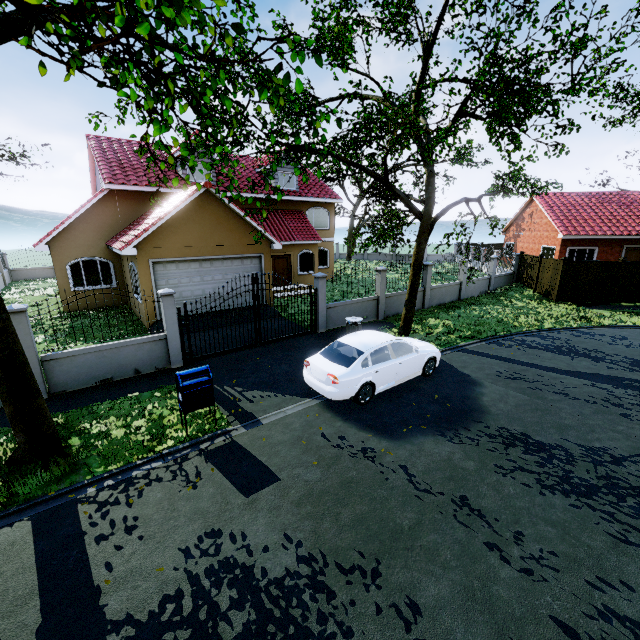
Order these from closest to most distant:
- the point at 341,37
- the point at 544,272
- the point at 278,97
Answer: the point at 341,37, the point at 278,97, the point at 544,272

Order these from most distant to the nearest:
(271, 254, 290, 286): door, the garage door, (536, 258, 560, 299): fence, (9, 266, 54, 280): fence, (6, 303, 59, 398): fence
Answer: (9, 266, 54, 280): fence < (271, 254, 290, 286): door < (536, 258, 560, 299): fence < the garage door < (6, 303, 59, 398): fence

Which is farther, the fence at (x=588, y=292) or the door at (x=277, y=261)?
the door at (x=277, y=261)

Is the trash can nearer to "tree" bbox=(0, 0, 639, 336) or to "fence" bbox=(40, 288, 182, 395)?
"tree" bbox=(0, 0, 639, 336)

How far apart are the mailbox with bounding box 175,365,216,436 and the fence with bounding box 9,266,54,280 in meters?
30.0 m

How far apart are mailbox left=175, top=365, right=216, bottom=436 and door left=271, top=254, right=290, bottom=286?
14.3m

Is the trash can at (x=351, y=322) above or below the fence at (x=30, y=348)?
below

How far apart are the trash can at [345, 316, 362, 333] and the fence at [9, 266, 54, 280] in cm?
2817
